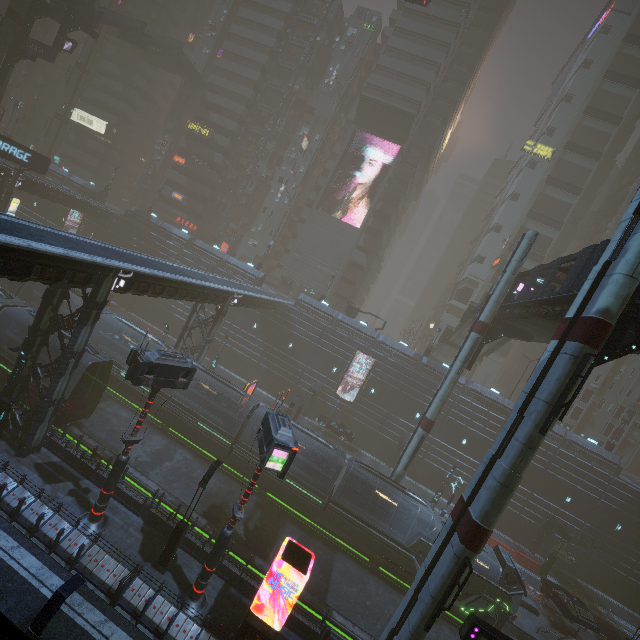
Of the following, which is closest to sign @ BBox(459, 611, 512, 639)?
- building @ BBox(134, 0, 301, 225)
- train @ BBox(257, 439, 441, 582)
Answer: building @ BBox(134, 0, 301, 225)

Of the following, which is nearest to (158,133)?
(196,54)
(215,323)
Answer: (196,54)

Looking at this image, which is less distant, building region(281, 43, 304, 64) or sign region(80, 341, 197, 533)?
sign region(80, 341, 197, 533)

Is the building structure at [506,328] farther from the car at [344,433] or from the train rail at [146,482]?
the car at [344,433]

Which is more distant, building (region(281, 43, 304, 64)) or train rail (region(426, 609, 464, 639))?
building (region(281, 43, 304, 64))

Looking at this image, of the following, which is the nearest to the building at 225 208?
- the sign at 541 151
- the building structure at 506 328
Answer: the sign at 541 151

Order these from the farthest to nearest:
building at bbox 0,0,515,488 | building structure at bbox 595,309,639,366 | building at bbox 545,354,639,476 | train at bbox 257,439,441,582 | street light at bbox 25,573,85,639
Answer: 1. building at bbox 545,354,639,476
2. train at bbox 257,439,441,582
3. building at bbox 0,0,515,488
4. building structure at bbox 595,309,639,366
5. street light at bbox 25,573,85,639

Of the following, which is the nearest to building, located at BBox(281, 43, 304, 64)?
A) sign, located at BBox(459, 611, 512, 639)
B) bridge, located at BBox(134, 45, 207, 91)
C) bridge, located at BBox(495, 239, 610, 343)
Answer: bridge, located at BBox(134, 45, 207, 91)
